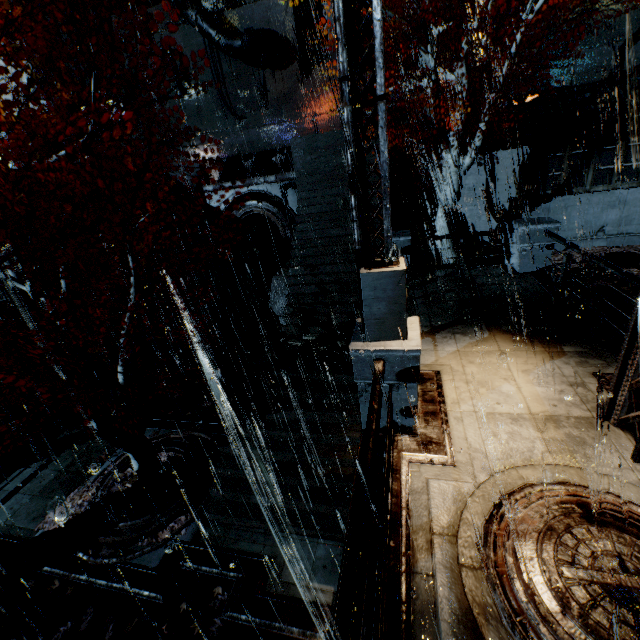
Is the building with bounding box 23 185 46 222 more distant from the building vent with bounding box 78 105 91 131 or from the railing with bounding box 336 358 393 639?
the railing with bounding box 336 358 393 639

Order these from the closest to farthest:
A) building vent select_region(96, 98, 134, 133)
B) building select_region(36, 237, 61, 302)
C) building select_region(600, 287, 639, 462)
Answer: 1. building select_region(600, 287, 639, 462)
2. building select_region(36, 237, 61, 302)
3. building vent select_region(96, 98, 134, 133)

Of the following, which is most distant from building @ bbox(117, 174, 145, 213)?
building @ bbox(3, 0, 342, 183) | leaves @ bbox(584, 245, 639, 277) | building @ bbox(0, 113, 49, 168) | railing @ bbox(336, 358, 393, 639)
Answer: building @ bbox(0, 113, 49, 168)

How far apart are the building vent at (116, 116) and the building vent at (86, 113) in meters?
0.2

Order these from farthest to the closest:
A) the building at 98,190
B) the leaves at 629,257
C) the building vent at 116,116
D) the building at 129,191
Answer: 1. the building vent at 116,116
2. the building at 129,191
3. the building at 98,190
4. the leaves at 629,257

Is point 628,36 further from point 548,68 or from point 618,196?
point 618,196

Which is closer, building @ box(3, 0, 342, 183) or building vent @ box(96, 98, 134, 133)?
building @ box(3, 0, 342, 183)

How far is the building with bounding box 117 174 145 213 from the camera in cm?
2045
